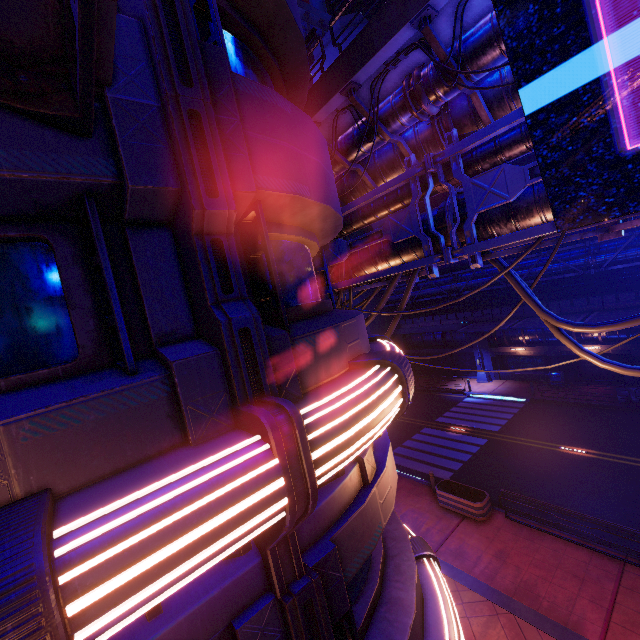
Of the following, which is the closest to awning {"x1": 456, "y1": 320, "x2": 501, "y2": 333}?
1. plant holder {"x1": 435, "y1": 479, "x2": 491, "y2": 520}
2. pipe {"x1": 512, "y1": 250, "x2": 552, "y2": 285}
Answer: pipe {"x1": 512, "y1": 250, "x2": 552, "y2": 285}

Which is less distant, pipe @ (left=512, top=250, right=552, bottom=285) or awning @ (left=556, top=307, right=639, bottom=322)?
awning @ (left=556, top=307, right=639, bottom=322)

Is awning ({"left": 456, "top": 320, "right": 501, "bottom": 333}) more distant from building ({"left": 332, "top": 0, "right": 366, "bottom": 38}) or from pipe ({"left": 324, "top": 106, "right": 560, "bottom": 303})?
pipe ({"left": 324, "top": 106, "right": 560, "bottom": 303})

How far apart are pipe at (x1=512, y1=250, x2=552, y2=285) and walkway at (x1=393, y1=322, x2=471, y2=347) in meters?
2.8

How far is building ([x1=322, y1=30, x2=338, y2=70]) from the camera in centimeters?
3744cm

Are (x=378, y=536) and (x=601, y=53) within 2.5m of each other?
no

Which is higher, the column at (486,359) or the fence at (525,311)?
the fence at (525,311)

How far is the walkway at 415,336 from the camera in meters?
31.7 m
